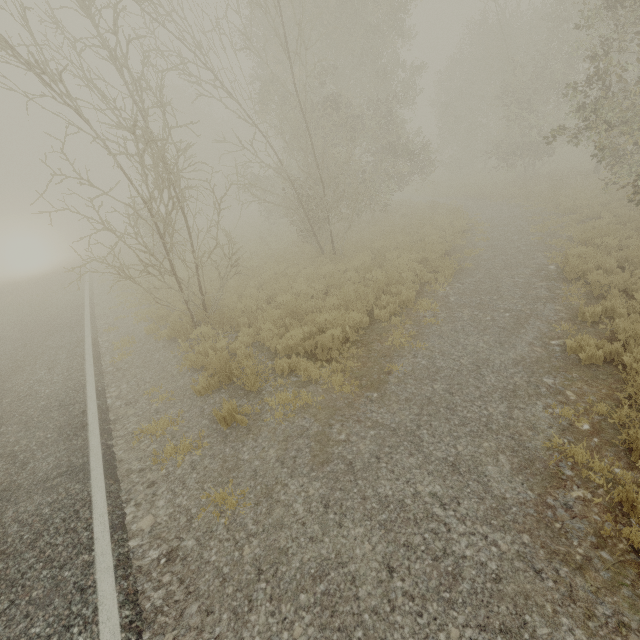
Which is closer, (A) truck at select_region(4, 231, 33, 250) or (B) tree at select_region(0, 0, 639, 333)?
(B) tree at select_region(0, 0, 639, 333)

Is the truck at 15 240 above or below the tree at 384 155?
below

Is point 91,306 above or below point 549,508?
above

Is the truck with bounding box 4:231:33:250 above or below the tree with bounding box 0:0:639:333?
below

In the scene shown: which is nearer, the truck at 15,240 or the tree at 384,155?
the tree at 384,155
